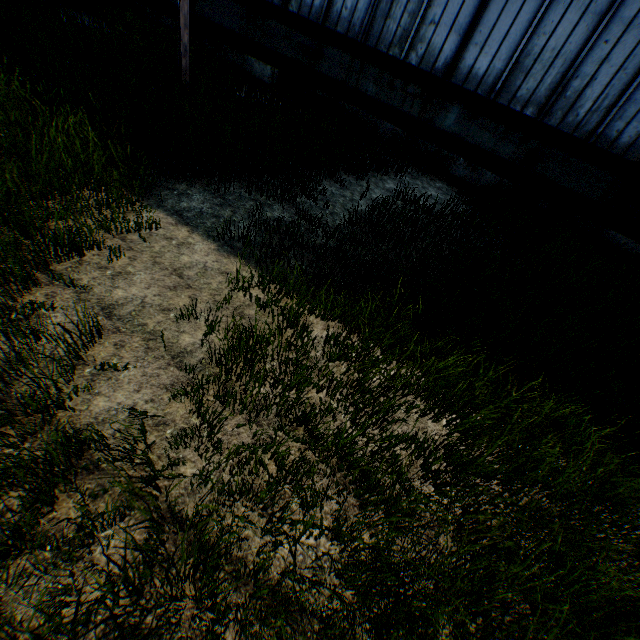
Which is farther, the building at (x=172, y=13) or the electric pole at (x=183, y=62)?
the building at (x=172, y=13)

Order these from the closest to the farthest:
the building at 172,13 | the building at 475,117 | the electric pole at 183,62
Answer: the electric pole at 183,62, the building at 475,117, the building at 172,13

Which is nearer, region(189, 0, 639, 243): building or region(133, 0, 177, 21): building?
region(189, 0, 639, 243): building

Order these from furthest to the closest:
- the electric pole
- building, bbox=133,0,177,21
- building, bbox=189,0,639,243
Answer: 1. building, bbox=133,0,177,21
2. building, bbox=189,0,639,243
3. the electric pole

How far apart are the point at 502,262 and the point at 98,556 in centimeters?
704cm

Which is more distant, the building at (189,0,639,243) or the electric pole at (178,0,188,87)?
the building at (189,0,639,243)
